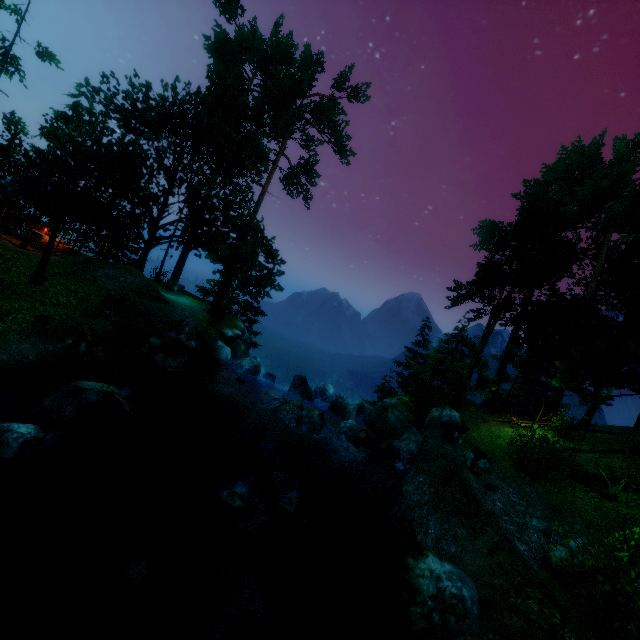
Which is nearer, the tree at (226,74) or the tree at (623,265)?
the tree at (226,74)

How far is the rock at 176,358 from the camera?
15.8 meters

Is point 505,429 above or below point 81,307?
above

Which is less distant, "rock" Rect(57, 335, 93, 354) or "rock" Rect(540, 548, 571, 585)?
"rock" Rect(540, 548, 571, 585)

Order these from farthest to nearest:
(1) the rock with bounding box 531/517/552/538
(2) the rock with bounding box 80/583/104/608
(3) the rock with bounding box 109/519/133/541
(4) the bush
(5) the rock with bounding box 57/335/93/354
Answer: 1. (5) the rock with bounding box 57/335/93/354
2. (1) the rock with bounding box 531/517/552/538
3. (3) the rock with bounding box 109/519/133/541
4. (2) the rock with bounding box 80/583/104/608
5. (4) the bush

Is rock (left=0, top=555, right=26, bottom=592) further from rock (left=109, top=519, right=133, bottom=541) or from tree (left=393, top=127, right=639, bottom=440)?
tree (left=393, top=127, right=639, bottom=440)

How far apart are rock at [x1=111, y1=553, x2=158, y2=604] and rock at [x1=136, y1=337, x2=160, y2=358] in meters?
9.6 m

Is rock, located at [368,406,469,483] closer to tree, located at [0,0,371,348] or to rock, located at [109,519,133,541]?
tree, located at [0,0,371,348]
